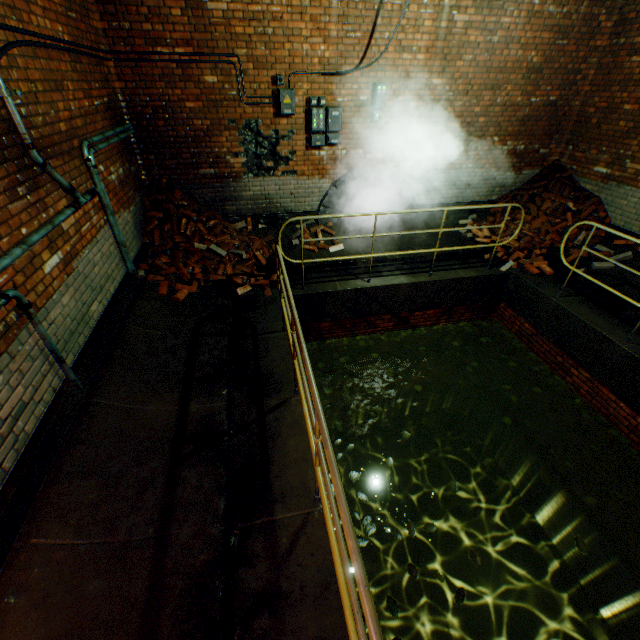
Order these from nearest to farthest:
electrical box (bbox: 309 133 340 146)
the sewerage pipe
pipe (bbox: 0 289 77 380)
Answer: pipe (bbox: 0 289 77 380), electrical box (bbox: 309 133 340 146), the sewerage pipe

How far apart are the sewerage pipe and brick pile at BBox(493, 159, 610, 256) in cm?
182

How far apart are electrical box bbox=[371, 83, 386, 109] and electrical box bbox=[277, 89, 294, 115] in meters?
1.5 m

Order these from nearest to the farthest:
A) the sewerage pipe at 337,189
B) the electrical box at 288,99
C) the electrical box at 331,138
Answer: the electrical box at 288,99
the electrical box at 331,138
the sewerage pipe at 337,189

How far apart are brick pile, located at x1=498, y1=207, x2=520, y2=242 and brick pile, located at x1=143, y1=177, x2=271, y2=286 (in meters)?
5.11

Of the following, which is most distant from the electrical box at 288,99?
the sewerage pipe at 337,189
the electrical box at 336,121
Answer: the sewerage pipe at 337,189

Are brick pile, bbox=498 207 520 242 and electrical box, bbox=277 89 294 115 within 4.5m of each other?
no

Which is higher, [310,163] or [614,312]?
[310,163]
